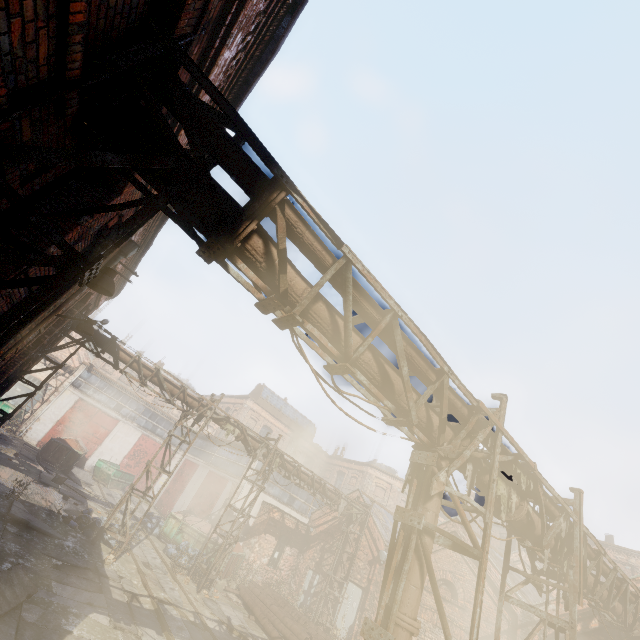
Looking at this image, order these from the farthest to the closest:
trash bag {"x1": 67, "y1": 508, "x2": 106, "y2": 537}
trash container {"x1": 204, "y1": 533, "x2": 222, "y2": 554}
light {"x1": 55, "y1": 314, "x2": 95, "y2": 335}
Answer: trash container {"x1": 204, "y1": 533, "x2": 222, "y2": 554}, trash bag {"x1": 67, "y1": 508, "x2": 106, "y2": 537}, light {"x1": 55, "y1": 314, "x2": 95, "y2": 335}

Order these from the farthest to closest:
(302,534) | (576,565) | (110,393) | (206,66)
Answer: (110,393) < (302,534) < (576,565) < (206,66)

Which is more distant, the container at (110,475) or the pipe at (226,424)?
the container at (110,475)

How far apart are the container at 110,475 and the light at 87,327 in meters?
21.0 m

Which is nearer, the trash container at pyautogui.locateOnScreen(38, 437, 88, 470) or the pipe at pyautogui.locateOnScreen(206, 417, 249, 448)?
the pipe at pyautogui.locateOnScreen(206, 417, 249, 448)

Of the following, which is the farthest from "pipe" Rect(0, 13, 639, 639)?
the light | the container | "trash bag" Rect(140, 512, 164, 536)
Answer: the container

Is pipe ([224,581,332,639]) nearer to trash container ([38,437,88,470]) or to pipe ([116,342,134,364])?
pipe ([116,342,134,364])

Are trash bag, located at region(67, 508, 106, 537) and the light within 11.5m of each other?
yes
